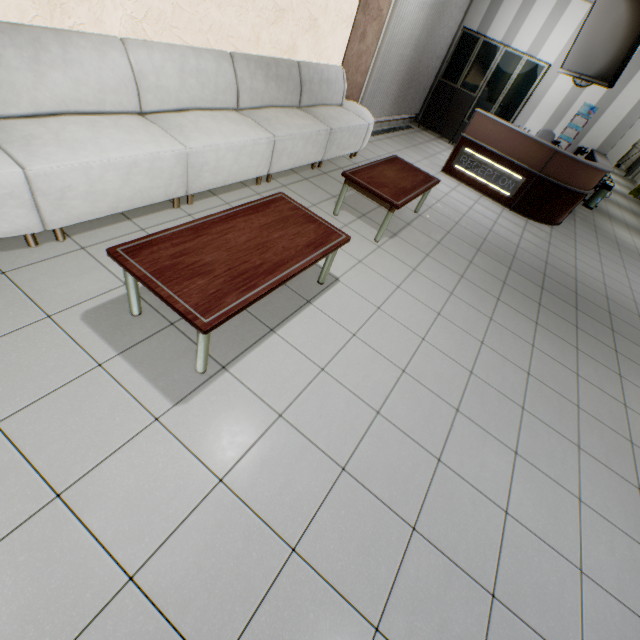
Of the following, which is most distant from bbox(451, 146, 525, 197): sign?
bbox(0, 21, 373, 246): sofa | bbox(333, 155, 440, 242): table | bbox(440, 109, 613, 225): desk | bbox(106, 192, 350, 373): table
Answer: bbox(106, 192, 350, 373): table

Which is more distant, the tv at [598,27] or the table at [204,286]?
the tv at [598,27]

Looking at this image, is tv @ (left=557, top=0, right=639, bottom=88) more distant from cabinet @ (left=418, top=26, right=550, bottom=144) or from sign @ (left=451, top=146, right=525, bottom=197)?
cabinet @ (left=418, top=26, right=550, bottom=144)

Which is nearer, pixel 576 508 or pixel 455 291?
pixel 576 508

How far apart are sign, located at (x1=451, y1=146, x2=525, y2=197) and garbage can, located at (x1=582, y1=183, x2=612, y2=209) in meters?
4.2

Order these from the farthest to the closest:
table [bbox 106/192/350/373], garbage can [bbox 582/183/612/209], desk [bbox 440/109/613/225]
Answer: garbage can [bbox 582/183/612/209] → desk [bbox 440/109/613/225] → table [bbox 106/192/350/373]

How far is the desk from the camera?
5.75m

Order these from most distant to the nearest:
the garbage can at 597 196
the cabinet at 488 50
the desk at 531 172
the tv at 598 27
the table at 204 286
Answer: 1. the garbage can at 597 196
2. the cabinet at 488 50
3. the desk at 531 172
4. the tv at 598 27
5. the table at 204 286
